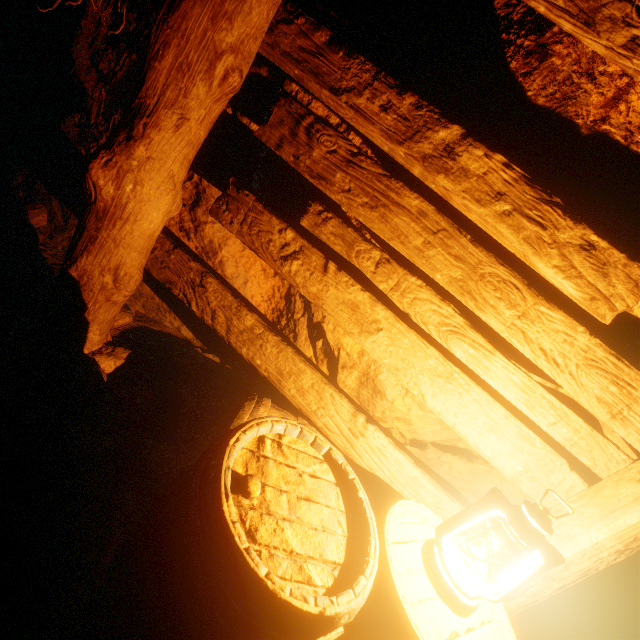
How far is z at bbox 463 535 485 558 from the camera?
1.6 meters

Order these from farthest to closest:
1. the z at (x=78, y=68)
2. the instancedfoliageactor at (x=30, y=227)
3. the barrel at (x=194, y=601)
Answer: the instancedfoliageactor at (x=30, y=227) < the z at (x=78, y=68) < the barrel at (x=194, y=601)

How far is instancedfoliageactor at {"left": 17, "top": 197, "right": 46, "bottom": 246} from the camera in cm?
249

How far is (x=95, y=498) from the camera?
1.5 meters

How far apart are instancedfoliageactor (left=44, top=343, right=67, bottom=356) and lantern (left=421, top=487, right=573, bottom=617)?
1.50m

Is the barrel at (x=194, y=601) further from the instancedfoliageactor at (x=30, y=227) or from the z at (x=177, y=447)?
the instancedfoliageactor at (x=30, y=227)

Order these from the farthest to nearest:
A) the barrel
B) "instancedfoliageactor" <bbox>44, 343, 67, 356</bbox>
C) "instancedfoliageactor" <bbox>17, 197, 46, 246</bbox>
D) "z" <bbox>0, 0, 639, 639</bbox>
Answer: "instancedfoliageactor" <bbox>17, 197, 46, 246</bbox>
"instancedfoliageactor" <bbox>44, 343, 67, 356</bbox>
"z" <bbox>0, 0, 639, 639</bbox>
the barrel

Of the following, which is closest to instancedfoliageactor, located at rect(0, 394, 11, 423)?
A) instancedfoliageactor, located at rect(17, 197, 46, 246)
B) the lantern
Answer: instancedfoliageactor, located at rect(17, 197, 46, 246)
